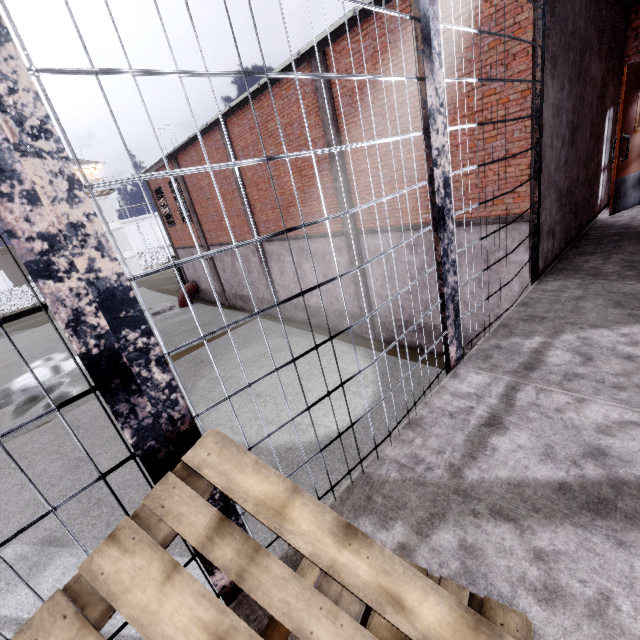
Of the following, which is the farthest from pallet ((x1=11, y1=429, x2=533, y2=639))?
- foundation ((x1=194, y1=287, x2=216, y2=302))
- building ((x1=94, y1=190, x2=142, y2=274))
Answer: building ((x1=94, y1=190, x2=142, y2=274))

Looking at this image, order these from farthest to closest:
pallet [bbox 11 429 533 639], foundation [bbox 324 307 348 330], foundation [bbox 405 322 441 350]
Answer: foundation [bbox 324 307 348 330] → foundation [bbox 405 322 441 350] → pallet [bbox 11 429 533 639]

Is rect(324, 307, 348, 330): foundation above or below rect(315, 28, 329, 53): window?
below

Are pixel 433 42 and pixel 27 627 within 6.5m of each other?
yes

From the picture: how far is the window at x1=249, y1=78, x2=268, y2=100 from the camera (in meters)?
9.92

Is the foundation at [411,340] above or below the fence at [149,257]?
below

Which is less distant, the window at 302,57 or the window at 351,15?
the window at 351,15

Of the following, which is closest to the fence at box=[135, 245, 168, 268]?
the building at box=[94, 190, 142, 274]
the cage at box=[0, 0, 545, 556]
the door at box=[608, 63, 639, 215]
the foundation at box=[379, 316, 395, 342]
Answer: the building at box=[94, 190, 142, 274]
